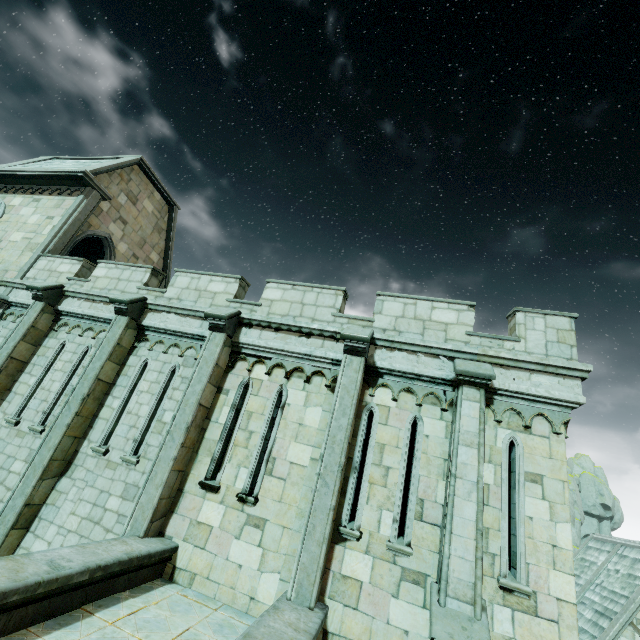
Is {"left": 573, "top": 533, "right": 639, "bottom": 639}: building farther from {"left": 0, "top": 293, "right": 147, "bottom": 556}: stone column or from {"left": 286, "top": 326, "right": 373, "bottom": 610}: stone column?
{"left": 0, "top": 293, "right": 147, "bottom": 556}: stone column

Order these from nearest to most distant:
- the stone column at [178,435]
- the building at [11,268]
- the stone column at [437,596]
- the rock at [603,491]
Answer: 1. the stone column at [437,596]
2. the stone column at [178,435]
3. the building at [11,268]
4. the rock at [603,491]

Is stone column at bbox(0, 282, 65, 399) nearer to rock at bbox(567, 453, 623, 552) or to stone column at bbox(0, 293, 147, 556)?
stone column at bbox(0, 293, 147, 556)

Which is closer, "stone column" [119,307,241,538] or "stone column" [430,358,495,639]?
"stone column" [430,358,495,639]

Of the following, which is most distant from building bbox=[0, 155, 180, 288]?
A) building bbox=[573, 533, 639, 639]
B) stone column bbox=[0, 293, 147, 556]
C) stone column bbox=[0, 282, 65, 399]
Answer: building bbox=[573, 533, 639, 639]

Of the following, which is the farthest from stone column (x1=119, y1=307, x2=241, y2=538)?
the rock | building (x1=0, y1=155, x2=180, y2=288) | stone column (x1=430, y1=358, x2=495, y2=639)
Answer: the rock

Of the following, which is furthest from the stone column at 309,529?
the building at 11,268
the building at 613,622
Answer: the building at 613,622

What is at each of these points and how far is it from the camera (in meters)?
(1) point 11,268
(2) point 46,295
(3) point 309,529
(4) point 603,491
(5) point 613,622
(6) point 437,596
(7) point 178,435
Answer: (1) building, 11.88
(2) stone column, 10.15
(3) stone column, 5.96
(4) rock, 44.34
(5) building, 17.53
(6) stone column, 5.43
(7) stone column, 7.29
